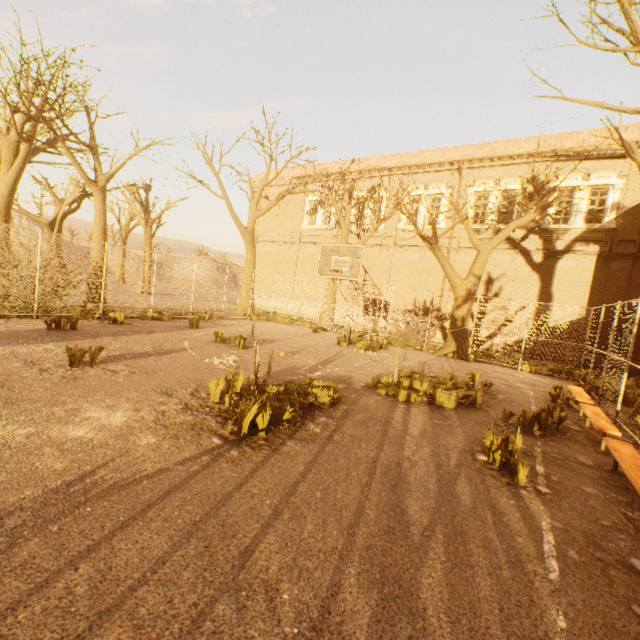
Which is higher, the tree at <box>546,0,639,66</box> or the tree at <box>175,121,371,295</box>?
the tree at <box>546,0,639,66</box>

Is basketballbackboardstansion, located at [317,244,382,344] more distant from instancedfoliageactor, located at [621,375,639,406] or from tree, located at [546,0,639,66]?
instancedfoliageactor, located at [621,375,639,406]

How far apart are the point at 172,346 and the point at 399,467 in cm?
763

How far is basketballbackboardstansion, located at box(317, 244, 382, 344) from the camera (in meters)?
11.16

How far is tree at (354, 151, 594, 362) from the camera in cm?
1293

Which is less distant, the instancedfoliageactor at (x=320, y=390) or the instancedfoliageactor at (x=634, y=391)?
the instancedfoliageactor at (x=320, y=390)

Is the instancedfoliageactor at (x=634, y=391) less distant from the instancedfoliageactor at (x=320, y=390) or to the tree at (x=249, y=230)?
the tree at (x=249, y=230)

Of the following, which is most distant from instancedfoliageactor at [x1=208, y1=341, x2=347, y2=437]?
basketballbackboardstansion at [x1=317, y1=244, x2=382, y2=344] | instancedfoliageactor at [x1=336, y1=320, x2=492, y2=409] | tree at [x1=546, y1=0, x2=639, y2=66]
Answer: tree at [x1=546, y1=0, x2=639, y2=66]
